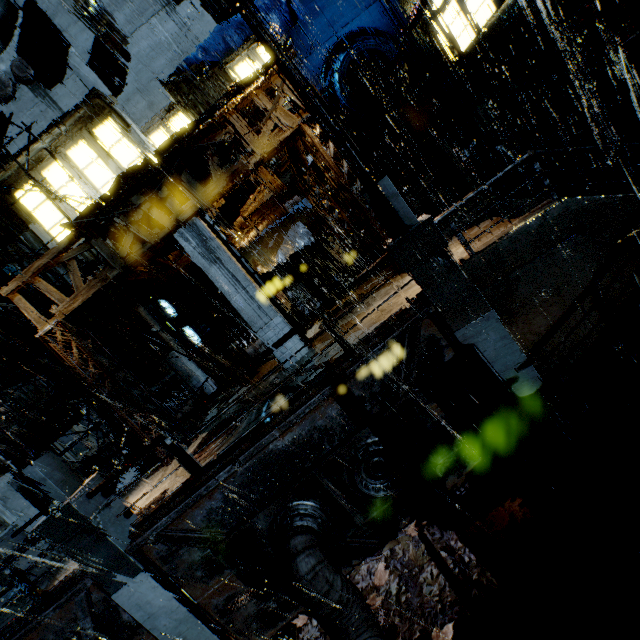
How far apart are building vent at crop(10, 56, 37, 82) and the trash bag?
14.16m

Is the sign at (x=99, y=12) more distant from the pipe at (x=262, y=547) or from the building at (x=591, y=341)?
the pipe at (x=262, y=547)

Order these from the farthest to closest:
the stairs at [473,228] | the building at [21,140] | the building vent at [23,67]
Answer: the building vent at [23,67], the building at [21,140], the stairs at [473,228]

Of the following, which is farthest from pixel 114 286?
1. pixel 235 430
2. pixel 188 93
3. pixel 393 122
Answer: pixel 393 122

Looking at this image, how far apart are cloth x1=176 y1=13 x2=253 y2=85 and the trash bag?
11.08m

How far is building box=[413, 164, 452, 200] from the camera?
18.7 meters

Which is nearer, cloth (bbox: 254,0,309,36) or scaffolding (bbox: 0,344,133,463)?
cloth (bbox: 254,0,309,36)

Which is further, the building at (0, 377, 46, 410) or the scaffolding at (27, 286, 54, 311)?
the building at (0, 377, 46, 410)
